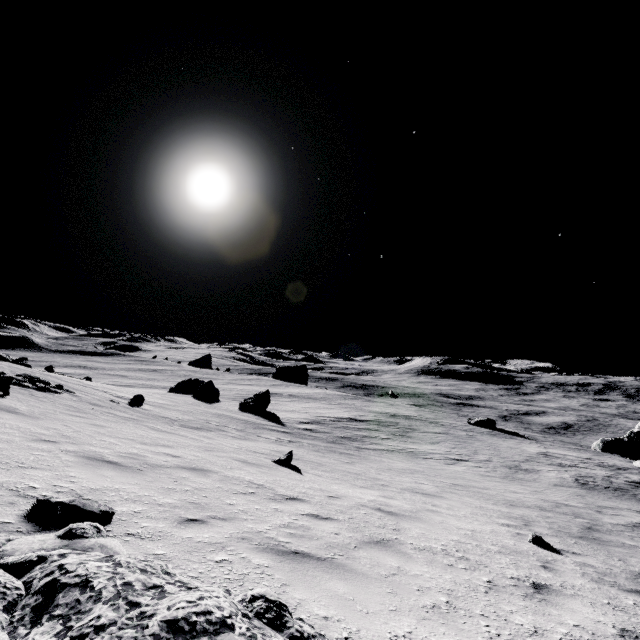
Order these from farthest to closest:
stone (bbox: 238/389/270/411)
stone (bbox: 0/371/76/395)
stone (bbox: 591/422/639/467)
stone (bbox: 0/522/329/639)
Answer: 1. stone (bbox: 591/422/639/467)
2. stone (bbox: 238/389/270/411)
3. stone (bbox: 0/371/76/395)
4. stone (bbox: 0/522/329/639)

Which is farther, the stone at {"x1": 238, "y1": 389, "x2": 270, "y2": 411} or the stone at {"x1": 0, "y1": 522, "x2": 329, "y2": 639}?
the stone at {"x1": 238, "y1": 389, "x2": 270, "y2": 411}

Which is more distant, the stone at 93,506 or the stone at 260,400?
the stone at 260,400

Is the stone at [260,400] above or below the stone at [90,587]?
below

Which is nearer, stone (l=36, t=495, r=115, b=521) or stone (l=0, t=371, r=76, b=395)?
stone (l=36, t=495, r=115, b=521)

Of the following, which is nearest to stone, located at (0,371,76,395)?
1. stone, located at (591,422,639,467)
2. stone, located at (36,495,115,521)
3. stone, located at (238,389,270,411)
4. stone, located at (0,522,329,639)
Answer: stone, located at (36,495,115,521)

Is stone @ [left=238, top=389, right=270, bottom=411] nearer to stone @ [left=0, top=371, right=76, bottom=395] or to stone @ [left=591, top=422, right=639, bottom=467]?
stone @ [left=0, top=371, right=76, bottom=395]

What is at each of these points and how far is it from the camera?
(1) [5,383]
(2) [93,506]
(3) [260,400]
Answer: (1) stone, 9.2m
(2) stone, 3.5m
(3) stone, 29.5m
